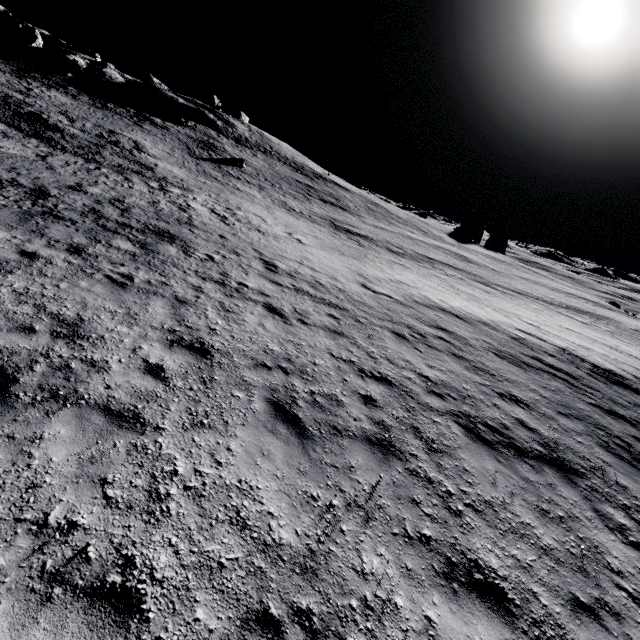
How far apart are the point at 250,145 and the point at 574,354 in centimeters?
6015cm
